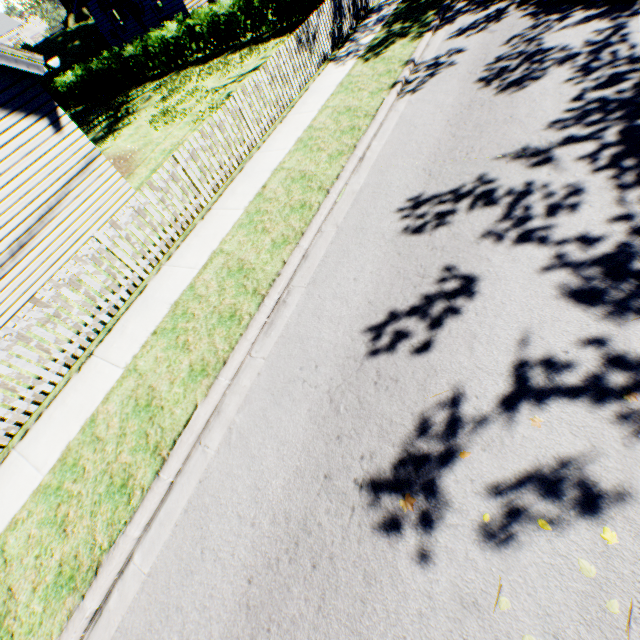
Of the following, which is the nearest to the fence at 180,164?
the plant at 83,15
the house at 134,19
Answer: the house at 134,19

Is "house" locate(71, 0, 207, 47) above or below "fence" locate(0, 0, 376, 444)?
above

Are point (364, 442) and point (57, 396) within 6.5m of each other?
yes

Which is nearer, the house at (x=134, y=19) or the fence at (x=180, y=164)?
the fence at (x=180, y=164)

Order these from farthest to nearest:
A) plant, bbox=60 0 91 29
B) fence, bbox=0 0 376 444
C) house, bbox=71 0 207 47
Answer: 1. plant, bbox=60 0 91 29
2. house, bbox=71 0 207 47
3. fence, bbox=0 0 376 444

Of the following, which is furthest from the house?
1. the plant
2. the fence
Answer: the fence
